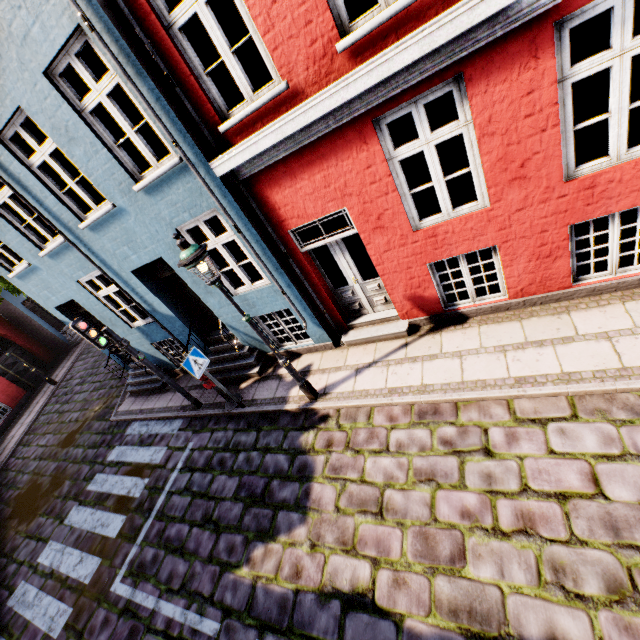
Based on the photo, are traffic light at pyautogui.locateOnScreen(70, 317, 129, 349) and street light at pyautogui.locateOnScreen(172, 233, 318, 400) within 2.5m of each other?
no

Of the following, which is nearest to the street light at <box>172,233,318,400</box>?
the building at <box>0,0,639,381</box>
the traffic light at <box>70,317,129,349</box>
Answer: the building at <box>0,0,639,381</box>

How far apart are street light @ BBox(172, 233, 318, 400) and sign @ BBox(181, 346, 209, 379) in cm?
177

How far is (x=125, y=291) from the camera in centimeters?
772cm

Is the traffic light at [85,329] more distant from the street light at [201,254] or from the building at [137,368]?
the street light at [201,254]

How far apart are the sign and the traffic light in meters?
1.7 m

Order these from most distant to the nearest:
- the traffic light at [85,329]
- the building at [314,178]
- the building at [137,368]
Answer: the building at [137,368] → the traffic light at [85,329] → the building at [314,178]
